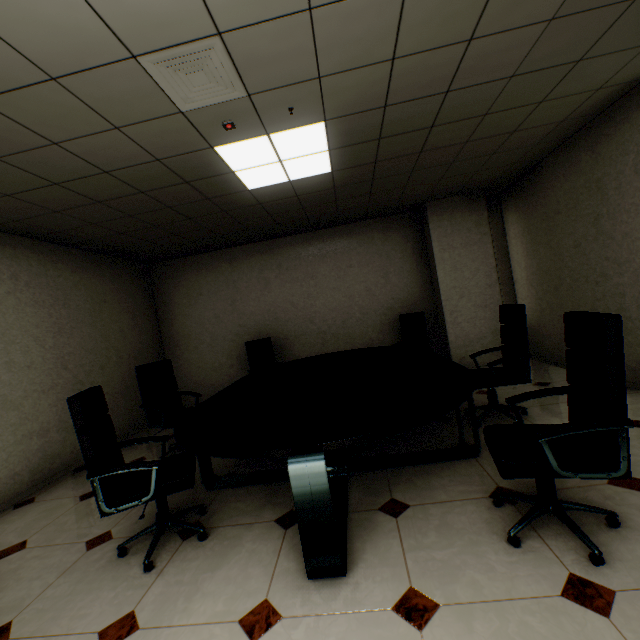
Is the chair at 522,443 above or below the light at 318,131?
Result: below

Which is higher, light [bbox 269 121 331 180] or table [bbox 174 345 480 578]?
light [bbox 269 121 331 180]

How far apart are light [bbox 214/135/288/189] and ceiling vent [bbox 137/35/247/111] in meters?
0.5 m

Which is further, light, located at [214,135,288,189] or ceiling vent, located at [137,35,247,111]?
light, located at [214,135,288,189]

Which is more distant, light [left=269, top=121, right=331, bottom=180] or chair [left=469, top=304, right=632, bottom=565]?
light [left=269, top=121, right=331, bottom=180]

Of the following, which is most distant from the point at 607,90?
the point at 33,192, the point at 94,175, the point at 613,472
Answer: the point at 33,192

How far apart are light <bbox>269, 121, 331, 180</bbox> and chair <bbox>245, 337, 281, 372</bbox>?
2.6 meters

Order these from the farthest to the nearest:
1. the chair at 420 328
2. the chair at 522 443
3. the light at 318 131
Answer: the chair at 420 328 < the light at 318 131 < the chair at 522 443
